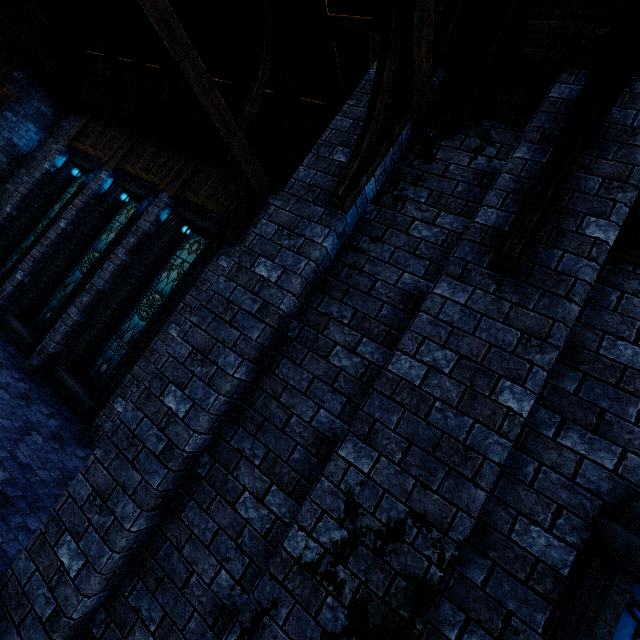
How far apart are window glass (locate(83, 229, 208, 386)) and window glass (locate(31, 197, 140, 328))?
1.88m

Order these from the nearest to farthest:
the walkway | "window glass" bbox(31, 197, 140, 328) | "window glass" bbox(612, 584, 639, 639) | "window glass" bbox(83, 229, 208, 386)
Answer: "window glass" bbox(612, 584, 639, 639) < "window glass" bbox(83, 229, 208, 386) < "window glass" bbox(31, 197, 140, 328) < the walkway

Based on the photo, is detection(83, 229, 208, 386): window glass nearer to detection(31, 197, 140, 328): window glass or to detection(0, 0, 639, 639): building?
detection(0, 0, 639, 639): building

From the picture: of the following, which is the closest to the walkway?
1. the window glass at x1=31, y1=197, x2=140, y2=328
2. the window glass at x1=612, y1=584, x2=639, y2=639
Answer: the window glass at x1=31, y1=197, x2=140, y2=328

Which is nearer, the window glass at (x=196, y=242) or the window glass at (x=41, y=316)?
the window glass at (x=196, y=242)

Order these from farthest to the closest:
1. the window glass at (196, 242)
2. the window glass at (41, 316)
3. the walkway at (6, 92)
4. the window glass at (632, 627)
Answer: the walkway at (6, 92), the window glass at (41, 316), the window glass at (196, 242), the window glass at (632, 627)

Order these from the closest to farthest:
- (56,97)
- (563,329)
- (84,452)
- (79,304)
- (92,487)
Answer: (563,329) < (92,487) < (84,452) < (79,304) < (56,97)

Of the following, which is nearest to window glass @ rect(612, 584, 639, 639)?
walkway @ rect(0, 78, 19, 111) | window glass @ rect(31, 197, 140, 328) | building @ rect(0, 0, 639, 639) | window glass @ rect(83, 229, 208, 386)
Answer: building @ rect(0, 0, 639, 639)
